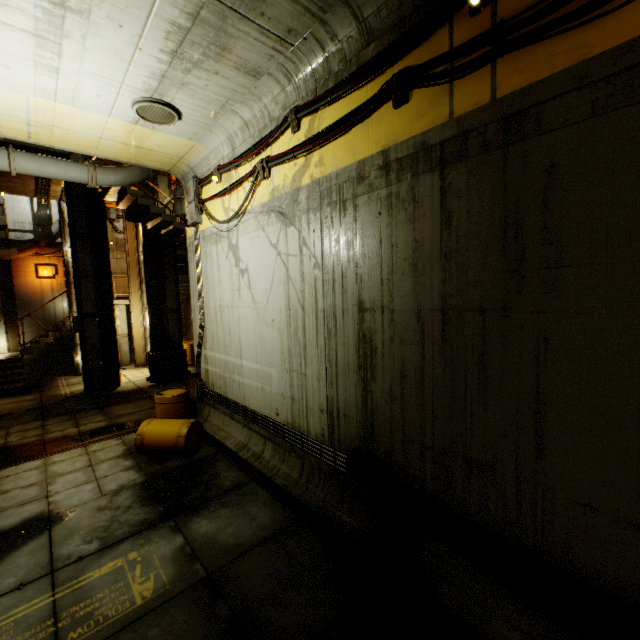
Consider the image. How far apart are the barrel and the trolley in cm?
510

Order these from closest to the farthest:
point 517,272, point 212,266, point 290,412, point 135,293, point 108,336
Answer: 1. point 517,272
2. point 290,412
3. point 212,266
4. point 108,336
5. point 135,293

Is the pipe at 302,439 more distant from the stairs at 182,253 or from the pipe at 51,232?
the pipe at 51,232

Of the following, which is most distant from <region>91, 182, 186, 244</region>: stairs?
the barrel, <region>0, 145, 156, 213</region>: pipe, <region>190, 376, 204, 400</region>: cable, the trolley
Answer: the barrel

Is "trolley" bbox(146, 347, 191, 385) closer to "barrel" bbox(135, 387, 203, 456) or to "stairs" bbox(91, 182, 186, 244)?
"stairs" bbox(91, 182, 186, 244)

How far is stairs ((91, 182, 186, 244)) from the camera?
11.44m

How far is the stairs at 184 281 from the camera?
17.0m

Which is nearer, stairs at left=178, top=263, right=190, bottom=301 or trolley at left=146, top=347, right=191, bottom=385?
trolley at left=146, top=347, right=191, bottom=385
